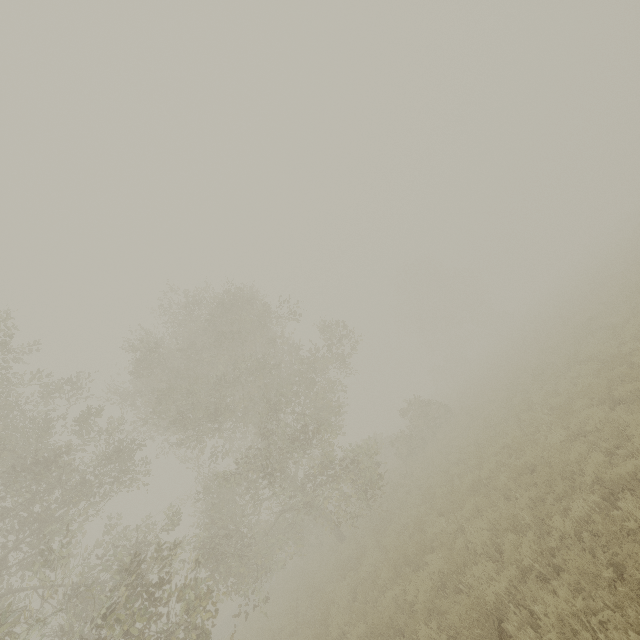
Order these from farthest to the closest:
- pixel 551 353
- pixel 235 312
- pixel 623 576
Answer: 1. pixel 235 312
2. pixel 551 353
3. pixel 623 576
